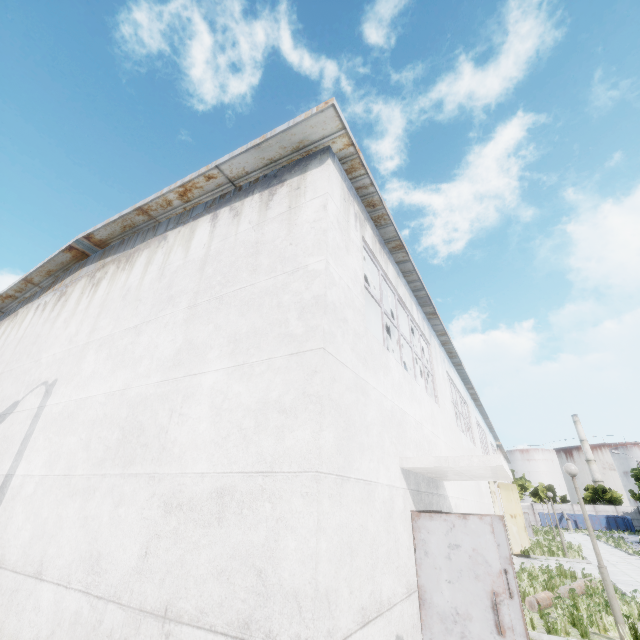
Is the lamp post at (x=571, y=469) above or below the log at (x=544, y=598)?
above

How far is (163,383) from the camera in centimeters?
507cm

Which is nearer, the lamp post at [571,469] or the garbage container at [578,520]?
the lamp post at [571,469]

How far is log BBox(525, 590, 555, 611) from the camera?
8.6 meters

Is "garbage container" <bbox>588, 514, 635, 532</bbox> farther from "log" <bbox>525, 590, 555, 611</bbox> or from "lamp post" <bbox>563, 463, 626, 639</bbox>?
"lamp post" <bbox>563, 463, 626, 639</bbox>

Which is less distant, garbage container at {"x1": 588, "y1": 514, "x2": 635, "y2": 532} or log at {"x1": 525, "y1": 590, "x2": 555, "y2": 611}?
log at {"x1": 525, "y1": 590, "x2": 555, "y2": 611}

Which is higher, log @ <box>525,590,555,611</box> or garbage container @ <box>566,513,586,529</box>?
garbage container @ <box>566,513,586,529</box>

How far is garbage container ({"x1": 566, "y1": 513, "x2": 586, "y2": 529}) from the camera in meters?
50.0
